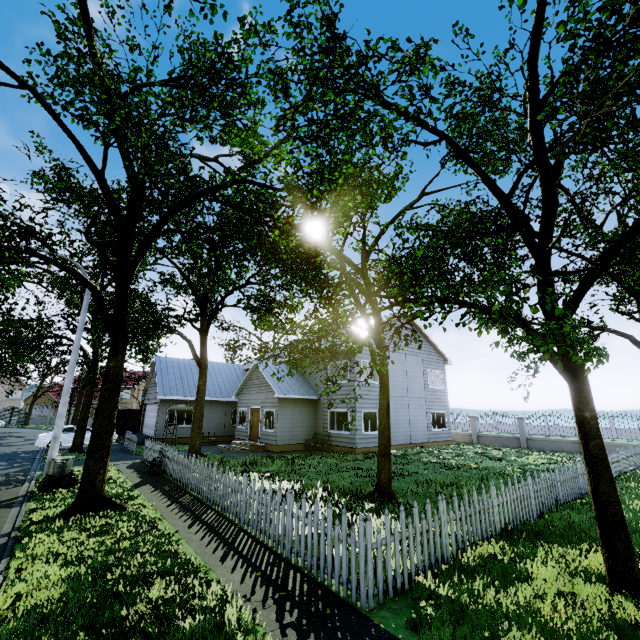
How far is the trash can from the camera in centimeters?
1091cm

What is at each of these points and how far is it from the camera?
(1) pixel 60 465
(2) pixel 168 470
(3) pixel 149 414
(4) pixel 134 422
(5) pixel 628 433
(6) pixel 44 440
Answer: (1) trash can, 10.98m
(2) fence, 12.78m
(3) garage door, 25.92m
(4) fence, 28.67m
(5) fence, 36.88m
(6) car, 20.97m

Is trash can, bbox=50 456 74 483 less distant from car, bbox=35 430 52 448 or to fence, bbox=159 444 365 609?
A: fence, bbox=159 444 365 609

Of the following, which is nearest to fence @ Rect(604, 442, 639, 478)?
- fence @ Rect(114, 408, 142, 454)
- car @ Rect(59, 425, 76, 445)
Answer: fence @ Rect(114, 408, 142, 454)

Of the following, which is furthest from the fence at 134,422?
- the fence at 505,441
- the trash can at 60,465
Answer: the trash can at 60,465

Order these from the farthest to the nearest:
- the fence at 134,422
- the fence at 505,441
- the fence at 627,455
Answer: the fence at 505,441
the fence at 134,422
the fence at 627,455

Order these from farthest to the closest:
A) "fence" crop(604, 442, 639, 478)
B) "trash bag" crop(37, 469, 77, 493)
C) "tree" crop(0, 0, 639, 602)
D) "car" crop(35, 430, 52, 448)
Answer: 1. "car" crop(35, 430, 52, 448)
2. "fence" crop(604, 442, 639, 478)
3. "trash bag" crop(37, 469, 77, 493)
4. "tree" crop(0, 0, 639, 602)

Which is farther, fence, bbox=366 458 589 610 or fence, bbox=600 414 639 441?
fence, bbox=600 414 639 441
